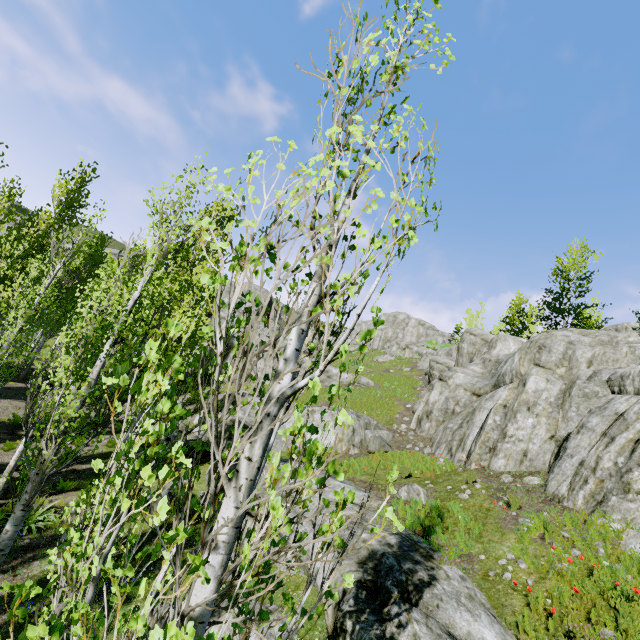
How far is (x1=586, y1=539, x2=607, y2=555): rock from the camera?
6.6m

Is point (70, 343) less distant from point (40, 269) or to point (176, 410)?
point (40, 269)

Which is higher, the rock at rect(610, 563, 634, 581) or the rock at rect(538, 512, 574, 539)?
the rock at rect(538, 512, 574, 539)

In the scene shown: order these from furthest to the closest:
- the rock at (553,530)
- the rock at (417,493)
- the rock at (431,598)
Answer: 1. the rock at (417,493)
2. the rock at (553,530)
3. the rock at (431,598)

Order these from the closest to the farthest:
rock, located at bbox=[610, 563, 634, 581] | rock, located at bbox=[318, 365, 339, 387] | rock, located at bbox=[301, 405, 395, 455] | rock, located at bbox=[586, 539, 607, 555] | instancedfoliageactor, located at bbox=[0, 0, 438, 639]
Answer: instancedfoliageactor, located at bbox=[0, 0, 438, 639]
rock, located at bbox=[610, 563, 634, 581]
rock, located at bbox=[586, 539, 607, 555]
rock, located at bbox=[301, 405, 395, 455]
rock, located at bbox=[318, 365, 339, 387]

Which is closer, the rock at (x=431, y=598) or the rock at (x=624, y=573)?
the rock at (x=431, y=598)
